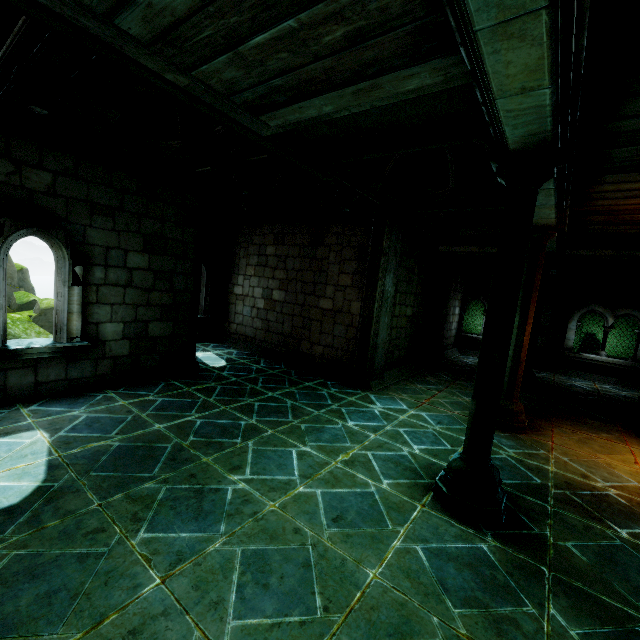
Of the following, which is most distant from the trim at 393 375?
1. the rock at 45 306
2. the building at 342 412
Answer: the rock at 45 306

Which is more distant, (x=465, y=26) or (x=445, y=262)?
(x=445, y=262)

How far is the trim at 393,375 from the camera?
8.5m

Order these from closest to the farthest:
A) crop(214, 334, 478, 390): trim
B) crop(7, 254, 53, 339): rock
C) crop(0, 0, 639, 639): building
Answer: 1. crop(0, 0, 639, 639): building
2. crop(214, 334, 478, 390): trim
3. crop(7, 254, 53, 339): rock

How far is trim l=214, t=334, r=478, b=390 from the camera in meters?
8.5

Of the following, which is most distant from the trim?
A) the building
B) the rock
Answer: the rock

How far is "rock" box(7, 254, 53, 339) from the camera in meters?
11.3 m
